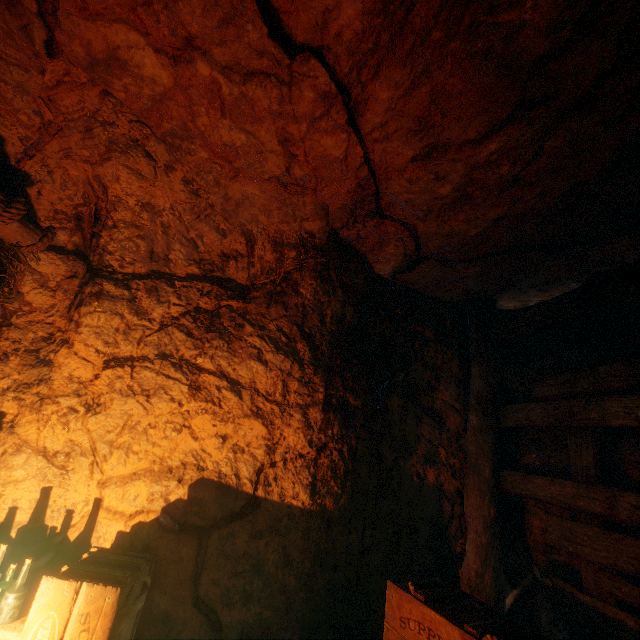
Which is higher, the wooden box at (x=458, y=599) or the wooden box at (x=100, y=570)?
the wooden box at (x=458, y=599)

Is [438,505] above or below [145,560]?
above

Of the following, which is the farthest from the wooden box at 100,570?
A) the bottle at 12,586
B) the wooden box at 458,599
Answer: the wooden box at 458,599

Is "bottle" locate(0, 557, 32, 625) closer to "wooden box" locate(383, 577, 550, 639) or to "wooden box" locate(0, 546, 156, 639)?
"wooden box" locate(0, 546, 156, 639)

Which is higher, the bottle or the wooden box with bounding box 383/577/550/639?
the wooden box with bounding box 383/577/550/639

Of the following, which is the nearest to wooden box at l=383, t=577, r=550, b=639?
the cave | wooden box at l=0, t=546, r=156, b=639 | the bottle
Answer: the cave

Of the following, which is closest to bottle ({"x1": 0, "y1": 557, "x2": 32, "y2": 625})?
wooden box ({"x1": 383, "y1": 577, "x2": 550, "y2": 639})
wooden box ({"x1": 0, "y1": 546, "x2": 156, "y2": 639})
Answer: wooden box ({"x1": 0, "y1": 546, "x2": 156, "y2": 639})
